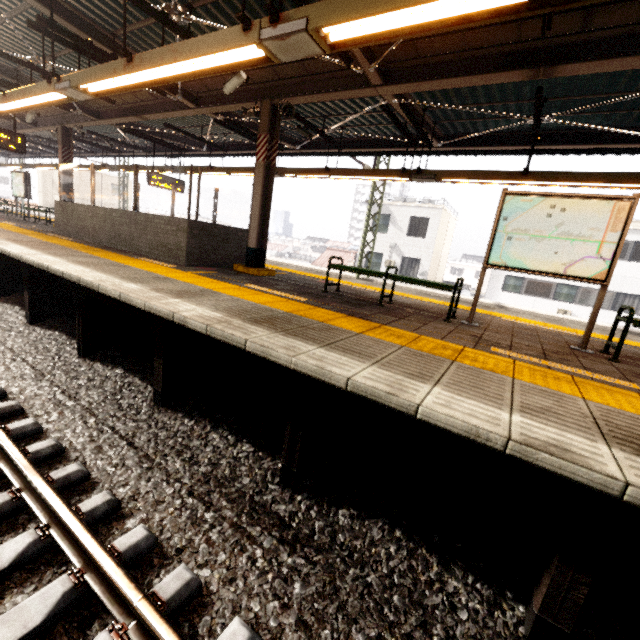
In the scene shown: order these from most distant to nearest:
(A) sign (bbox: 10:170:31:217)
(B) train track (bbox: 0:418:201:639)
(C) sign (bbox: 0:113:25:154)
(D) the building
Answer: (D) the building
(A) sign (bbox: 10:170:31:217)
(C) sign (bbox: 0:113:25:154)
(B) train track (bbox: 0:418:201:639)

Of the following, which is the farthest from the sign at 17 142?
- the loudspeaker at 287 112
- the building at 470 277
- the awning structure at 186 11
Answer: the building at 470 277

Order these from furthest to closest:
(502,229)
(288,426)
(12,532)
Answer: (502,229)
(288,426)
(12,532)

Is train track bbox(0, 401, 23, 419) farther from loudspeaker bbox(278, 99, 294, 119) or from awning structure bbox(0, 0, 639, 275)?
loudspeaker bbox(278, 99, 294, 119)

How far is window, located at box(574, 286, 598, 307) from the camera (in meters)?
19.88

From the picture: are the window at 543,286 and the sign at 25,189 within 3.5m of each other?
no

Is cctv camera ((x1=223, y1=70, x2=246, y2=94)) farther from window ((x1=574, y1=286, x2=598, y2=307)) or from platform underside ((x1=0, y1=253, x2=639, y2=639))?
window ((x1=574, y1=286, x2=598, y2=307))

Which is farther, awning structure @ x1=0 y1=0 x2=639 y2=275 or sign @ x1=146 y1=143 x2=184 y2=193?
sign @ x1=146 y1=143 x2=184 y2=193
